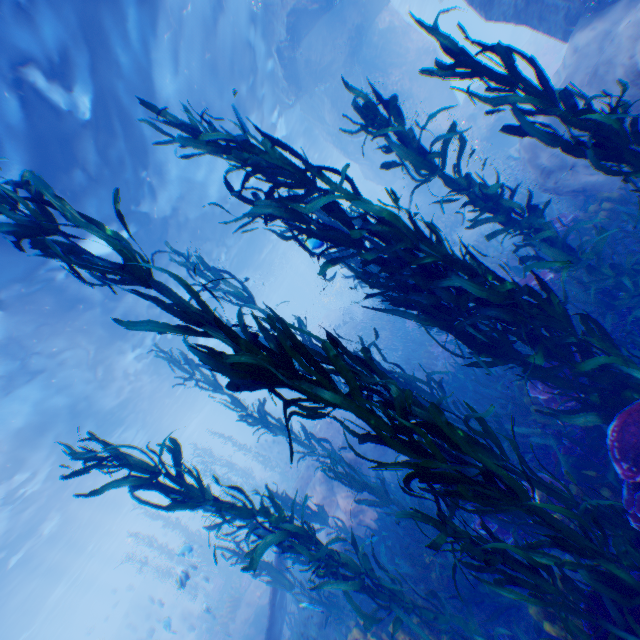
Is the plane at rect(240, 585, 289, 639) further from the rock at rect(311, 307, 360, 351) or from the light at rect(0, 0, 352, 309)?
the light at rect(0, 0, 352, 309)

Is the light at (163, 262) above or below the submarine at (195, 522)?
above

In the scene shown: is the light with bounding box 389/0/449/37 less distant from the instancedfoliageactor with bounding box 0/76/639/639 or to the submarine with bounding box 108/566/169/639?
the submarine with bounding box 108/566/169/639

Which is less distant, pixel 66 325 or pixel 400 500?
pixel 400 500

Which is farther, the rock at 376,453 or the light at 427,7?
the light at 427,7

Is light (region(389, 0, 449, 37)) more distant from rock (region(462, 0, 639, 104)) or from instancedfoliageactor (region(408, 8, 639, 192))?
instancedfoliageactor (region(408, 8, 639, 192))

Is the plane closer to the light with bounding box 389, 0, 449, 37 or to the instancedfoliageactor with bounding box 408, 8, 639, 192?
the instancedfoliageactor with bounding box 408, 8, 639, 192

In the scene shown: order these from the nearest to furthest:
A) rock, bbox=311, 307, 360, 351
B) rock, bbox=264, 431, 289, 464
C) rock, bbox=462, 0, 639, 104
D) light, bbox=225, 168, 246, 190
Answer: rock, bbox=462, 0, 639, 104 < light, bbox=225, 168, 246, 190 < rock, bbox=311, 307, 360, 351 < rock, bbox=264, 431, 289, 464
